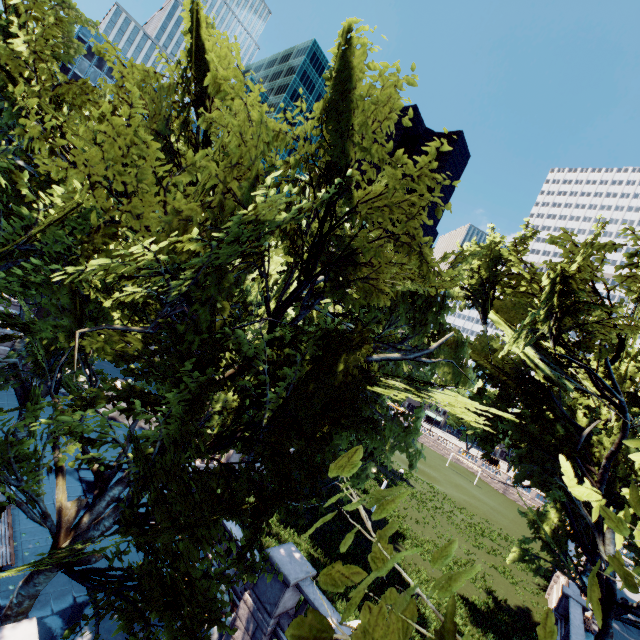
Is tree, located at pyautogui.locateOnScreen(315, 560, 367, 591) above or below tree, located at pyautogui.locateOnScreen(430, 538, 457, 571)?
below

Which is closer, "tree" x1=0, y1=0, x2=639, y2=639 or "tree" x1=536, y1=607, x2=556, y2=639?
"tree" x1=536, y1=607, x2=556, y2=639

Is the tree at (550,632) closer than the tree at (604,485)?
Yes

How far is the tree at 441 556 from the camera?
1.6m

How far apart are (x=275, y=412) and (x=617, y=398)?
21.1 meters

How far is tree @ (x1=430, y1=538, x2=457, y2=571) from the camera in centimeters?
158cm
